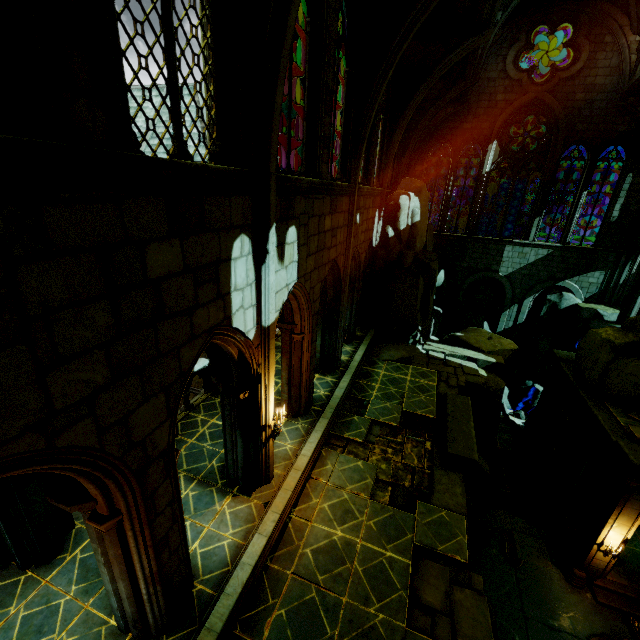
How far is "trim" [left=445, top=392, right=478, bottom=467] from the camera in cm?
934

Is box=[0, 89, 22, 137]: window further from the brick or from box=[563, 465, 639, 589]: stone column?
box=[563, 465, 639, 589]: stone column

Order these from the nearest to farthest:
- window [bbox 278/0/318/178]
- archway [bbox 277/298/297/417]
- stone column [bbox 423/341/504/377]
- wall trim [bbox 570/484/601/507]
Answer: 1. window [bbox 278/0/318/178]
2. archway [bbox 277/298/297/417]
3. stone column [bbox 423/341/504/377]
4. wall trim [bbox 570/484/601/507]

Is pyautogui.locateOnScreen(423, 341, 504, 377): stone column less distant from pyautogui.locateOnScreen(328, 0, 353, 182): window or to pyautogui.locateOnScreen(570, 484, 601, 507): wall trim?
pyautogui.locateOnScreen(570, 484, 601, 507): wall trim

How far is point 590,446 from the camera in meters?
14.8 m

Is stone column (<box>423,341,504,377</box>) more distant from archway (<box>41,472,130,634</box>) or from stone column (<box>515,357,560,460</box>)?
stone column (<box>515,357,560,460</box>)

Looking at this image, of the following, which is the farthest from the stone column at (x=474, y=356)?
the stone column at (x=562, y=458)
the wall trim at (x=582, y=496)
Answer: the wall trim at (x=582, y=496)

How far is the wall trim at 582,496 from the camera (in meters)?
16.12
